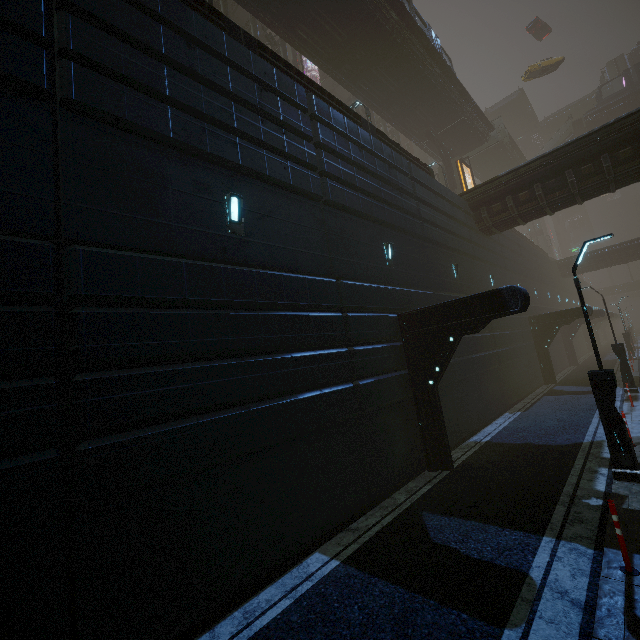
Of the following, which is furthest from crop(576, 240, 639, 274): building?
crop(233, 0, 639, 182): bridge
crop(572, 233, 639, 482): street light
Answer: crop(233, 0, 639, 182): bridge

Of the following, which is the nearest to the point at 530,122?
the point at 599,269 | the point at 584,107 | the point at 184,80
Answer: the point at 584,107

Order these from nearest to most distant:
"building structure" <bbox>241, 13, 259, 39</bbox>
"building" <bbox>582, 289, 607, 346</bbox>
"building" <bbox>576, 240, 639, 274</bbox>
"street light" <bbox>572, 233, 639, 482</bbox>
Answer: "street light" <bbox>572, 233, 639, 482</bbox> → "building" <bbox>582, 289, 607, 346</bbox> → "building structure" <bbox>241, 13, 259, 39</bbox> → "building" <bbox>576, 240, 639, 274</bbox>

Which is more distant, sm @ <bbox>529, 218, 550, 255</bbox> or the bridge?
sm @ <bbox>529, 218, 550, 255</bbox>

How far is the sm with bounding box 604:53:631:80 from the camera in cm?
5081

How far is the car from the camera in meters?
44.4 m

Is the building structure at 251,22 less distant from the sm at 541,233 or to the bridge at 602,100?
the bridge at 602,100

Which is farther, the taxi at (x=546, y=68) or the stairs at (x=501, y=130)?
the taxi at (x=546, y=68)
